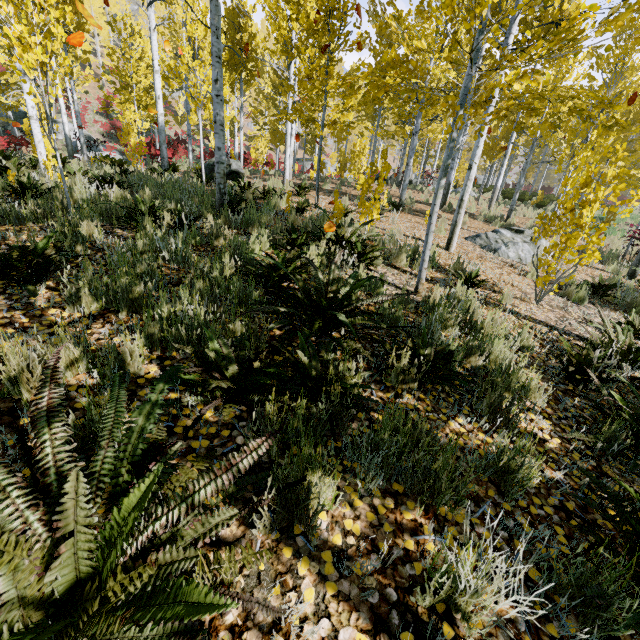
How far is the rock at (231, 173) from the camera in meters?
11.8 m

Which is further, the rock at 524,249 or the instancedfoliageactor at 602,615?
the rock at 524,249

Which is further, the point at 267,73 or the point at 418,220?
the point at 267,73

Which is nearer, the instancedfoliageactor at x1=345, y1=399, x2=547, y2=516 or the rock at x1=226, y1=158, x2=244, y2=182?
the instancedfoliageactor at x1=345, y1=399, x2=547, y2=516

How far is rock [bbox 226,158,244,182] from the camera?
11.8 meters

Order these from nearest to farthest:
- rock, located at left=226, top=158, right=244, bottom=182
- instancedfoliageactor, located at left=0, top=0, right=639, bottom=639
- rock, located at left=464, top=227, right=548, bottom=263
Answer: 1. instancedfoliageactor, located at left=0, top=0, right=639, bottom=639
2. rock, located at left=464, top=227, right=548, bottom=263
3. rock, located at left=226, top=158, right=244, bottom=182

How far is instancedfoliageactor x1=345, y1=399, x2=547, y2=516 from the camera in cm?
174

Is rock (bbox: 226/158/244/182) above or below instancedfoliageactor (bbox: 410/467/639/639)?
above
